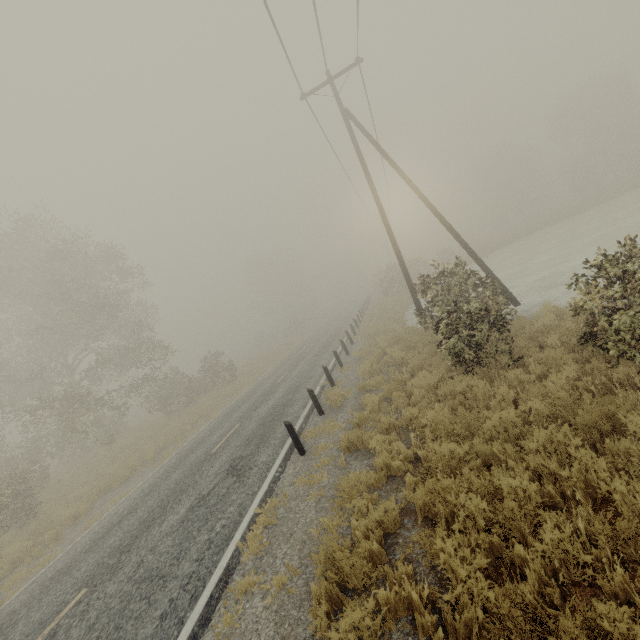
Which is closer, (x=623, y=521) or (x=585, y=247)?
(x=623, y=521)
